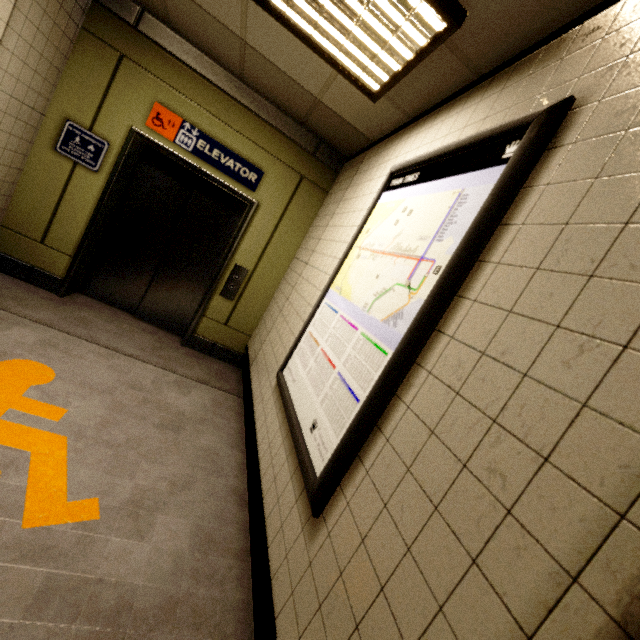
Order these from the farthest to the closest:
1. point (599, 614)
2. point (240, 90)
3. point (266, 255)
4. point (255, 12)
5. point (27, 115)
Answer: point (266, 255) → point (240, 90) → point (27, 115) → point (255, 12) → point (599, 614)

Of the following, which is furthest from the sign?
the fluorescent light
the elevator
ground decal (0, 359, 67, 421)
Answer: the elevator

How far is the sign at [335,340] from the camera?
1.2m

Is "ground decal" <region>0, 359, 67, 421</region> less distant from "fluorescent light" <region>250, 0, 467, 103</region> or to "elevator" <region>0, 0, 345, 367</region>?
"elevator" <region>0, 0, 345, 367</region>

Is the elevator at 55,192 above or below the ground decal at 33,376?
above

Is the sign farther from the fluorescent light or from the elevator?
the elevator

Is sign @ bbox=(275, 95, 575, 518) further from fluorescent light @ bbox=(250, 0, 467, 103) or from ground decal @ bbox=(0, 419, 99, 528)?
ground decal @ bbox=(0, 419, 99, 528)

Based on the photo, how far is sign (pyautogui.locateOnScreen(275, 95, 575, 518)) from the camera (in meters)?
1.17
